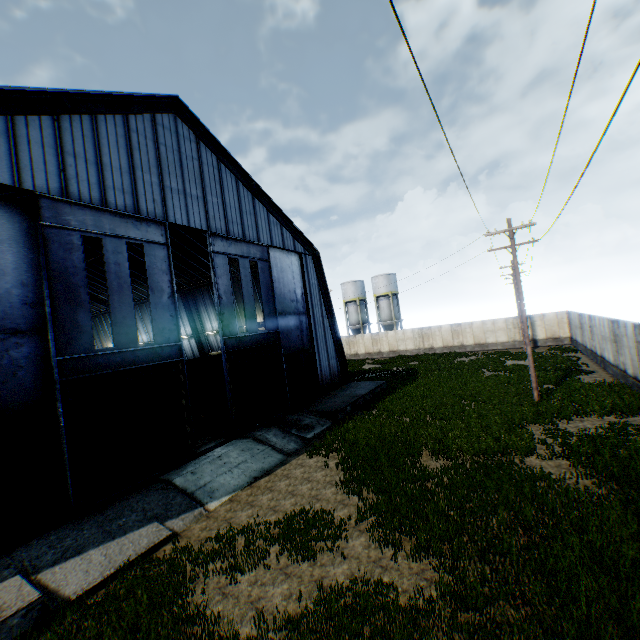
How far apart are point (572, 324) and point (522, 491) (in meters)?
29.68

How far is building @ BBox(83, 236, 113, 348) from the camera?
28.7m

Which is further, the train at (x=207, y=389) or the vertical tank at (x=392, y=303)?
the vertical tank at (x=392, y=303)

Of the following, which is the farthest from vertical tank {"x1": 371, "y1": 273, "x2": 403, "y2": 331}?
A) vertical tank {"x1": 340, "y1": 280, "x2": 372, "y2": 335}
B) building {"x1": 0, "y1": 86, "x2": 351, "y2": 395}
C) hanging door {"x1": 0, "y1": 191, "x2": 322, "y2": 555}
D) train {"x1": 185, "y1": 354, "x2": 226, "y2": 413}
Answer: hanging door {"x1": 0, "y1": 191, "x2": 322, "y2": 555}

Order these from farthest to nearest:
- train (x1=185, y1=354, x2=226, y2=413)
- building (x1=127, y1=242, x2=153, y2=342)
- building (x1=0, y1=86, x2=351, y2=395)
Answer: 1. building (x1=127, y1=242, x2=153, y2=342)
2. train (x1=185, y1=354, x2=226, y2=413)
3. building (x1=0, y1=86, x2=351, y2=395)

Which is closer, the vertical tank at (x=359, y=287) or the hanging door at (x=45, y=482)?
the hanging door at (x=45, y=482)

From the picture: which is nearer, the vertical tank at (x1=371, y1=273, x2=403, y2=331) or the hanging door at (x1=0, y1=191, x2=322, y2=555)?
the hanging door at (x1=0, y1=191, x2=322, y2=555)

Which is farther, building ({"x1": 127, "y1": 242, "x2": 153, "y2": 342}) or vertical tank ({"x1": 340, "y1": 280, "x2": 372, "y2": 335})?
vertical tank ({"x1": 340, "y1": 280, "x2": 372, "y2": 335})
